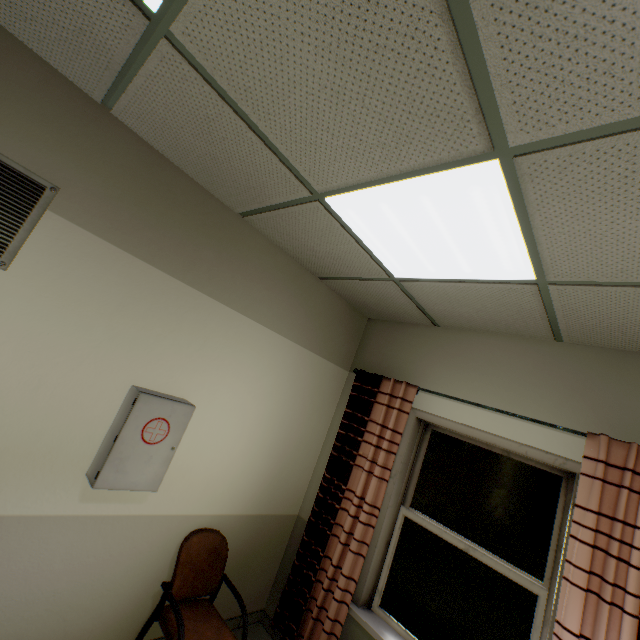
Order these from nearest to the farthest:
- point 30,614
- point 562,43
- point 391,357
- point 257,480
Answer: point 562,43 < point 30,614 < point 257,480 < point 391,357

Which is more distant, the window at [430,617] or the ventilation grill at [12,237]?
the window at [430,617]

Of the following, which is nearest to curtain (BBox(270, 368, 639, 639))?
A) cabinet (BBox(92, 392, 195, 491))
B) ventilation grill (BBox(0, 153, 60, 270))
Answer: cabinet (BBox(92, 392, 195, 491))

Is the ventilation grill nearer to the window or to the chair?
the chair

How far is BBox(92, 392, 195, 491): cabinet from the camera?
1.9 meters

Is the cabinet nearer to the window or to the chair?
the chair

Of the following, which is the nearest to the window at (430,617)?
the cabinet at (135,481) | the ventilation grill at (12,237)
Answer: the cabinet at (135,481)

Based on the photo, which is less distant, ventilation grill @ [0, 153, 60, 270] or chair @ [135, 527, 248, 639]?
ventilation grill @ [0, 153, 60, 270]
